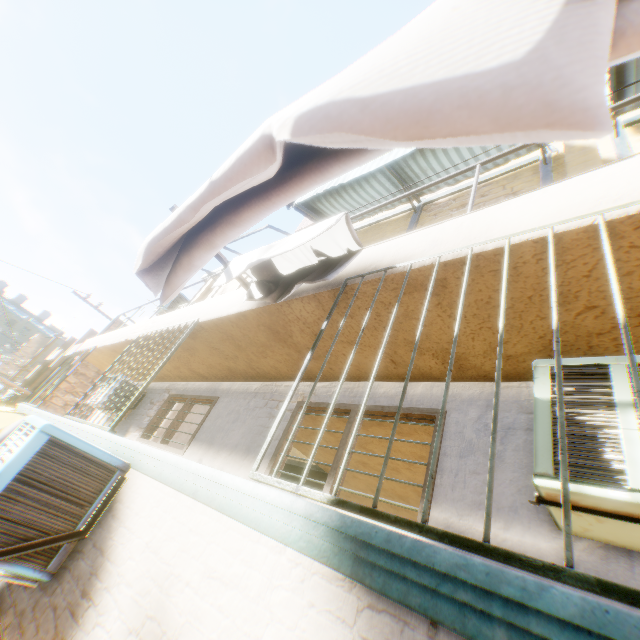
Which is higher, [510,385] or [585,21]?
[510,385]

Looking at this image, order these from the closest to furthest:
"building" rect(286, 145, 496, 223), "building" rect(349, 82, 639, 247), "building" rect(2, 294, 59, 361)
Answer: "building" rect(349, 82, 639, 247) → "building" rect(286, 145, 496, 223) → "building" rect(2, 294, 59, 361)

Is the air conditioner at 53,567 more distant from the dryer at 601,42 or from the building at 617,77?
the dryer at 601,42

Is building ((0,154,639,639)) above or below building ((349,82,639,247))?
below

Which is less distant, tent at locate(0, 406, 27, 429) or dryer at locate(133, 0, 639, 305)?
dryer at locate(133, 0, 639, 305)

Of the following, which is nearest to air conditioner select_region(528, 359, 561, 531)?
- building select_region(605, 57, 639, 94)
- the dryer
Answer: building select_region(605, 57, 639, 94)

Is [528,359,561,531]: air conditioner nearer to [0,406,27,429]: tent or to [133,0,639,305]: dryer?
[0,406,27,429]: tent

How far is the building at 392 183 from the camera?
5.02m
